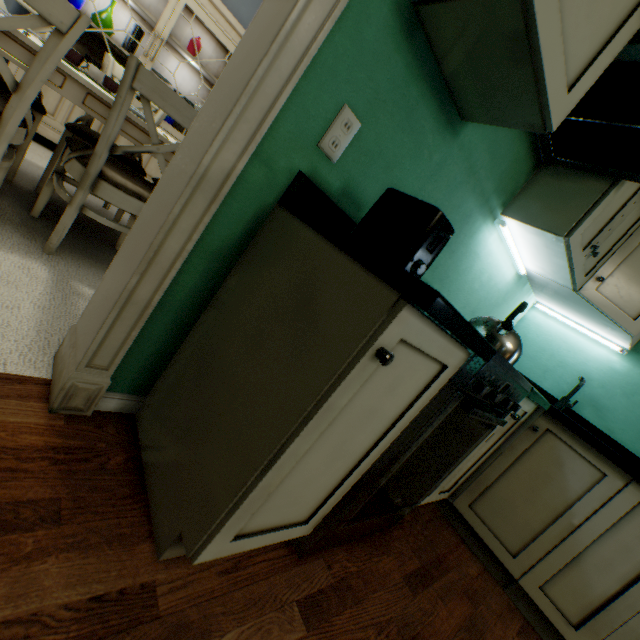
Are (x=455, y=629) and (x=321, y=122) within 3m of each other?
yes

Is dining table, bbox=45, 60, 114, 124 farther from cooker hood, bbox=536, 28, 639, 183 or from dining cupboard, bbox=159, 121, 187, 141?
cooker hood, bbox=536, 28, 639, 183

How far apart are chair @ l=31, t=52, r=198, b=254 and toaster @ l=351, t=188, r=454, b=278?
1.1 meters

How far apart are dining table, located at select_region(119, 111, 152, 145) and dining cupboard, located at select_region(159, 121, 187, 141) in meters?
1.0

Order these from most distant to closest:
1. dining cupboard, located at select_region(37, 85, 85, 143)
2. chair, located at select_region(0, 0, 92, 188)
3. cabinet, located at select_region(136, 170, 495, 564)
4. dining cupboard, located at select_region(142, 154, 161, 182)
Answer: dining cupboard, located at select_region(142, 154, 161, 182)
dining cupboard, located at select_region(37, 85, 85, 143)
chair, located at select_region(0, 0, 92, 188)
cabinet, located at select_region(136, 170, 495, 564)

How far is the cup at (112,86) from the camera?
1.6 meters

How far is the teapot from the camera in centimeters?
112cm

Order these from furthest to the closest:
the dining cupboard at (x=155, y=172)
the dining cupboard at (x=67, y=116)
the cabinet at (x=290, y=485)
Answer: → the dining cupboard at (x=155, y=172) → the dining cupboard at (x=67, y=116) → the cabinet at (x=290, y=485)
